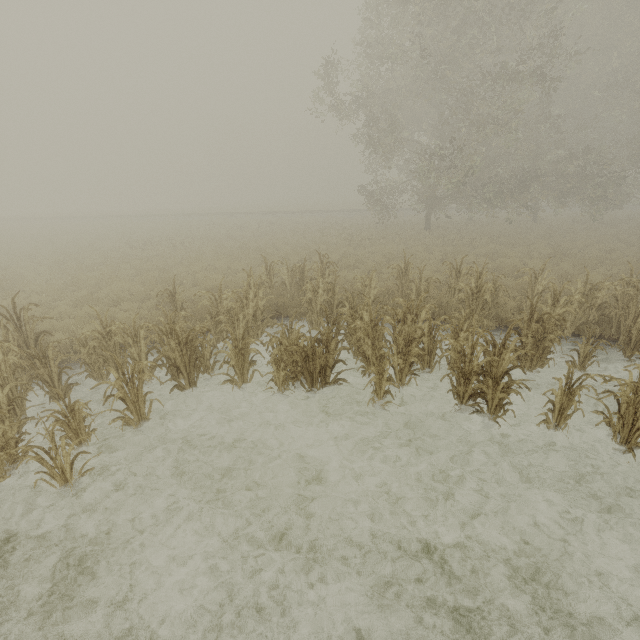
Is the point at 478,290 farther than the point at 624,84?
No
